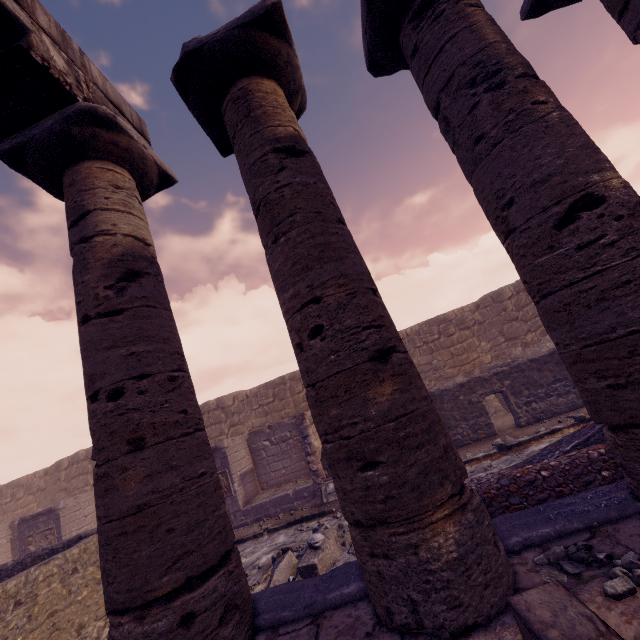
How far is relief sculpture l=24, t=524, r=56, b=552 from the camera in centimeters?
1178cm

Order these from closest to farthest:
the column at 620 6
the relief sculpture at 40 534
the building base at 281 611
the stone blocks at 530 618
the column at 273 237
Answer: the stone blocks at 530 618, the column at 273 237, the building base at 281 611, the column at 620 6, the relief sculpture at 40 534

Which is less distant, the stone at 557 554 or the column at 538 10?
the stone at 557 554

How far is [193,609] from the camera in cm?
244

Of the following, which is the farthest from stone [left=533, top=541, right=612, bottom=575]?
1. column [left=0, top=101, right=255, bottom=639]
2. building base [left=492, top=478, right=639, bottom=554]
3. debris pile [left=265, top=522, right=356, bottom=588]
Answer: column [left=0, top=101, right=255, bottom=639]

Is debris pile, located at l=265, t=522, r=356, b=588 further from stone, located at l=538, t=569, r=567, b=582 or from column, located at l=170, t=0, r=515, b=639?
stone, located at l=538, t=569, r=567, b=582

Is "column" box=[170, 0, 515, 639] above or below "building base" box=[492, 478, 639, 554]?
above

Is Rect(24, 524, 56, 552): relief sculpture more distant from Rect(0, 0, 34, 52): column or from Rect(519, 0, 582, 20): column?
Rect(519, 0, 582, 20): column
